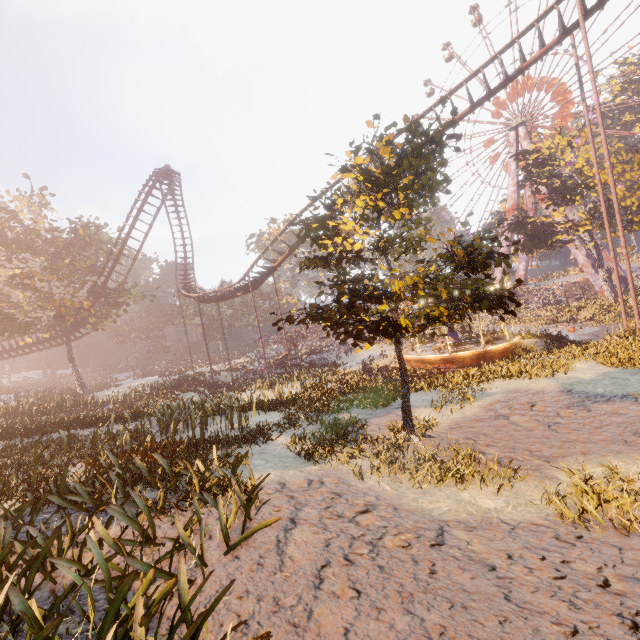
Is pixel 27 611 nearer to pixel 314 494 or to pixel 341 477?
pixel 314 494

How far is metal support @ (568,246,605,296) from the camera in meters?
40.0

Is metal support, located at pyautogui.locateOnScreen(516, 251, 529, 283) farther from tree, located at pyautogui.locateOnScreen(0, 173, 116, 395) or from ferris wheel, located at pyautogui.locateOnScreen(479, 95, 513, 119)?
tree, located at pyautogui.locateOnScreen(0, 173, 116, 395)

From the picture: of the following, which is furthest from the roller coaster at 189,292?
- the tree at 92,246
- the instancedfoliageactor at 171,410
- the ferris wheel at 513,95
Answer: the ferris wheel at 513,95

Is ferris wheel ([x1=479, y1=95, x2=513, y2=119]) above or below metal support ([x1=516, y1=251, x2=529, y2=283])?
above

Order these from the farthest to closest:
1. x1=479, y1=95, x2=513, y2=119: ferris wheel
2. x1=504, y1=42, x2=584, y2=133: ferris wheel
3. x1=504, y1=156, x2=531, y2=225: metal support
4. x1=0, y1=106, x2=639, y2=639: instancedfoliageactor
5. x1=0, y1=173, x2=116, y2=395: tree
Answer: x1=479, y1=95, x2=513, y2=119: ferris wheel, x1=504, y1=156, x2=531, y2=225: metal support, x1=504, y1=42, x2=584, y2=133: ferris wheel, x1=0, y1=173, x2=116, y2=395: tree, x1=0, y1=106, x2=639, y2=639: instancedfoliageactor

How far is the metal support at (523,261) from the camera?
53.3m
